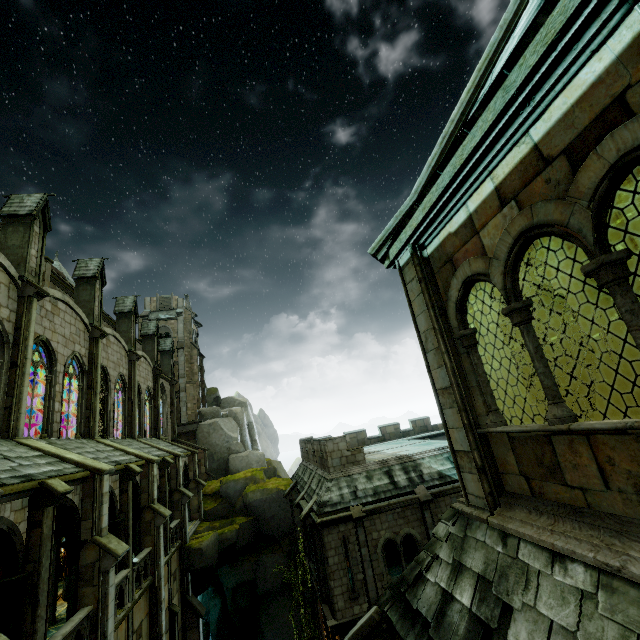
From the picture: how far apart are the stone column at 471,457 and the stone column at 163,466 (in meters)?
20.35

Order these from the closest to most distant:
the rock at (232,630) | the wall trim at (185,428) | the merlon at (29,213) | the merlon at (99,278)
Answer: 1. the merlon at (29,213)
2. the merlon at (99,278)
3. the rock at (232,630)
4. the wall trim at (185,428)

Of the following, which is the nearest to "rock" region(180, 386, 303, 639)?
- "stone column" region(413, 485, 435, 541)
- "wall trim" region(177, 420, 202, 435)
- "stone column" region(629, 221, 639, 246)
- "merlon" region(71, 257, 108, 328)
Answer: "wall trim" region(177, 420, 202, 435)

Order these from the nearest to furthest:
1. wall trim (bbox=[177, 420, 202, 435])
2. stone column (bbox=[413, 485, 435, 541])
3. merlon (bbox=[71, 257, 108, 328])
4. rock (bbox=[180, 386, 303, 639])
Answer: stone column (bbox=[413, 485, 435, 541]) < merlon (bbox=[71, 257, 108, 328]) < rock (bbox=[180, 386, 303, 639]) < wall trim (bbox=[177, 420, 202, 435])

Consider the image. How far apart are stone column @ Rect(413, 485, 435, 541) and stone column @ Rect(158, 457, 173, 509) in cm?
1454

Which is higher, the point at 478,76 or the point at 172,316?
the point at 172,316

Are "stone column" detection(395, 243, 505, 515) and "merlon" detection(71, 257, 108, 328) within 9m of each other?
no

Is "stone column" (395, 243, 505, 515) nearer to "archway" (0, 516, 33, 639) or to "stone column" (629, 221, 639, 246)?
"stone column" (629, 221, 639, 246)
